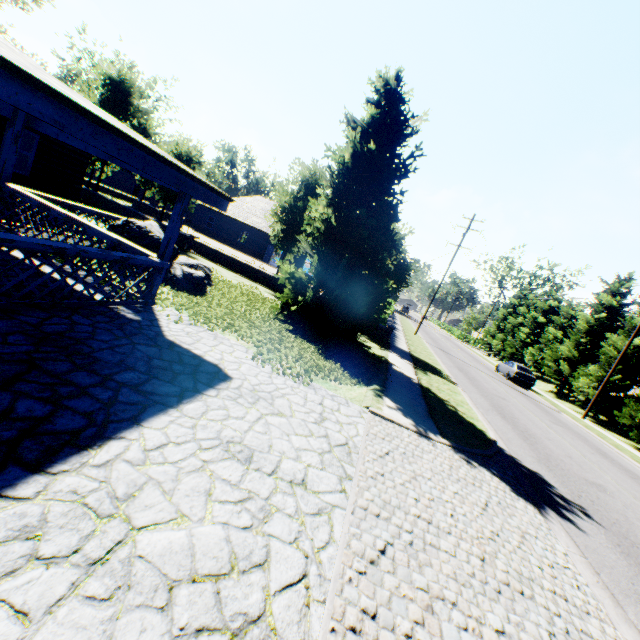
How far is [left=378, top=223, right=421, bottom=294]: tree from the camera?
17.3m

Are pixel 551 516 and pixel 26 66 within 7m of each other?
no

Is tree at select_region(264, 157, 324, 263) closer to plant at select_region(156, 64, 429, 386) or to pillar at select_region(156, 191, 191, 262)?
plant at select_region(156, 64, 429, 386)

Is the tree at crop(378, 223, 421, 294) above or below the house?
above

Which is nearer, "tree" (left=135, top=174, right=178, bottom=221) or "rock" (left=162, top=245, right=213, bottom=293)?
"rock" (left=162, top=245, right=213, bottom=293)

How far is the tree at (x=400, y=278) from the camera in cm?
1727

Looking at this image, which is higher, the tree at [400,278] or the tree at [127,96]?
the tree at [127,96]

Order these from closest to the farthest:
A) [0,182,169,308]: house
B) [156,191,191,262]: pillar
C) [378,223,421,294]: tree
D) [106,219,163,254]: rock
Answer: [0,182,169,308]: house < [156,191,191,262]: pillar < [106,219,163,254]: rock < [378,223,421,294]: tree
